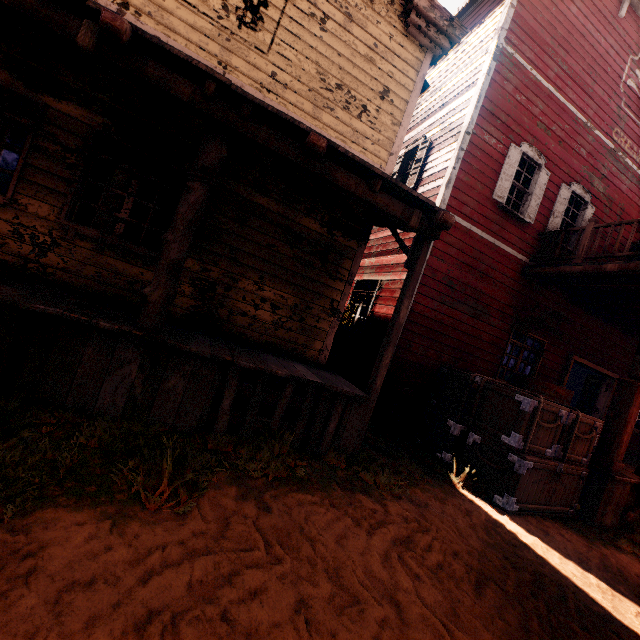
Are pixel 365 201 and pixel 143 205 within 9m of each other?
no

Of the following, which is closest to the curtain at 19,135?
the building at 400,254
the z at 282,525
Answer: the building at 400,254

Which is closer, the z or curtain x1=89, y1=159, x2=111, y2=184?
the z

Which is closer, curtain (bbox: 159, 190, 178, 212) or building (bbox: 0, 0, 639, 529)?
building (bbox: 0, 0, 639, 529)

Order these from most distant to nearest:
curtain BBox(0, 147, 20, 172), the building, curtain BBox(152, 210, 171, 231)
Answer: curtain BBox(152, 210, 171, 231), curtain BBox(0, 147, 20, 172), the building

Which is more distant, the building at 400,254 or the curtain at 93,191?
the curtain at 93,191

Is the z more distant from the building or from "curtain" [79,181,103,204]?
"curtain" [79,181,103,204]
